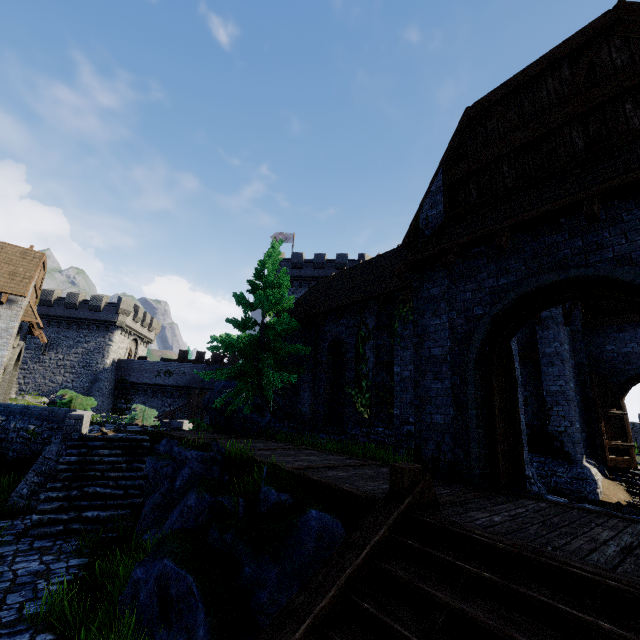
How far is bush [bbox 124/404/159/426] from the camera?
20.7 meters

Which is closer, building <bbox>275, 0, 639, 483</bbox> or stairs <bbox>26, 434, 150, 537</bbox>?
building <bbox>275, 0, 639, 483</bbox>

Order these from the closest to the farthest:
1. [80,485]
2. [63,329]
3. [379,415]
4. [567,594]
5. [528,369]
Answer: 1. [567,594]
2. [80,485]
3. [379,415]
4. [528,369]
5. [63,329]

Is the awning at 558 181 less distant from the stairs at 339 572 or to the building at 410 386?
the building at 410 386

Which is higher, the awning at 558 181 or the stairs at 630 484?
the awning at 558 181

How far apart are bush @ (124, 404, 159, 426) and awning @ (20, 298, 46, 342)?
6.5m

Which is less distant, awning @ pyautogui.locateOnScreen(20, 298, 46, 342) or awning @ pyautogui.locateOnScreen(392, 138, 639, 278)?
awning @ pyautogui.locateOnScreen(392, 138, 639, 278)

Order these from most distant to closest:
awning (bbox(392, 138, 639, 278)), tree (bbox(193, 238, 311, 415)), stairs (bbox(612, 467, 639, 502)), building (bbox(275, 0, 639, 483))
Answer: tree (bbox(193, 238, 311, 415)), stairs (bbox(612, 467, 639, 502)), building (bbox(275, 0, 639, 483)), awning (bbox(392, 138, 639, 278))
